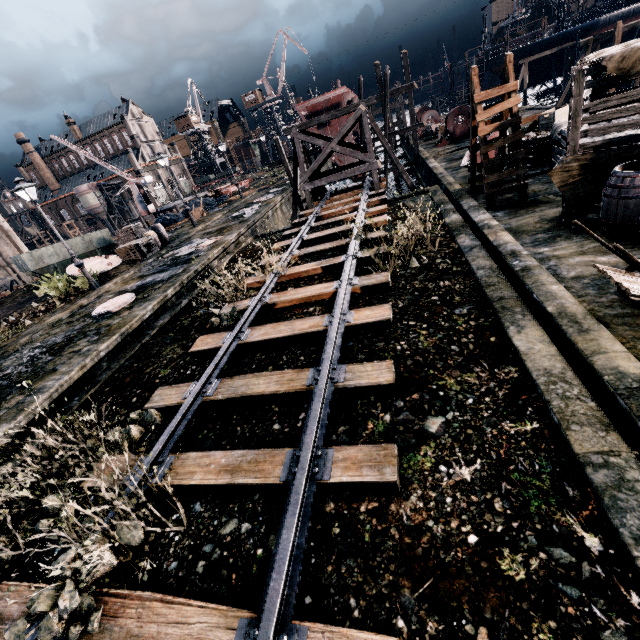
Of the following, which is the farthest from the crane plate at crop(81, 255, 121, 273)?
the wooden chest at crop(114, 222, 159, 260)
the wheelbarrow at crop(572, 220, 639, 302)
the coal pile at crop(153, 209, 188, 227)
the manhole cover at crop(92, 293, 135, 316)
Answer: the wheelbarrow at crop(572, 220, 639, 302)

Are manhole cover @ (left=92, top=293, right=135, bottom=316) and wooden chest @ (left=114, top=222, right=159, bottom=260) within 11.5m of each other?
yes

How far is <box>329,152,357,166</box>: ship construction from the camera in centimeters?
3503cm

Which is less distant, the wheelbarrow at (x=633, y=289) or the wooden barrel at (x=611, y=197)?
the wheelbarrow at (x=633, y=289)

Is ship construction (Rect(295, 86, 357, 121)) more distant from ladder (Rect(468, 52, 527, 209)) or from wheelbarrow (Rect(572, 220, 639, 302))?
wheelbarrow (Rect(572, 220, 639, 302))

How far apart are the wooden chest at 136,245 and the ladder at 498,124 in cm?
1968

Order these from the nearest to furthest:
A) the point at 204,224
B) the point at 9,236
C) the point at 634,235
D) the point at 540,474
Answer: the point at 540,474
the point at 634,235
the point at 204,224
the point at 9,236

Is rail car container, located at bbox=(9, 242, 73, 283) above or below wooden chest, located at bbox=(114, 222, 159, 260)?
above
